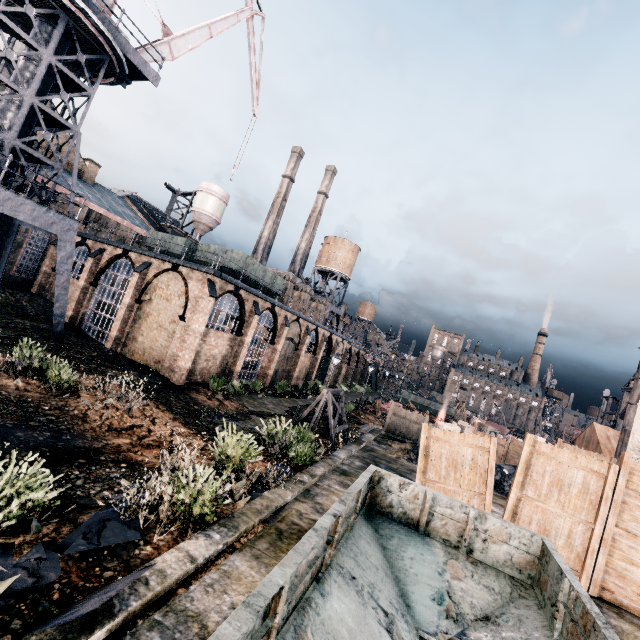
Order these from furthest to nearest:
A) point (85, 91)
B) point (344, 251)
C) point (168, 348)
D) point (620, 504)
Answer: point (344, 251) < point (168, 348) < point (85, 91) < point (620, 504)

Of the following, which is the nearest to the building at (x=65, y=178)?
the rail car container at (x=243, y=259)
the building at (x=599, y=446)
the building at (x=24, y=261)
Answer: the building at (x=24, y=261)

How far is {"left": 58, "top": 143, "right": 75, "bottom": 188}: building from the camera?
33.7 meters

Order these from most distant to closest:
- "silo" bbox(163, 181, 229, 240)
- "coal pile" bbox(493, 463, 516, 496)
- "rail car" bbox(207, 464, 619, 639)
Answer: "silo" bbox(163, 181, 229, 240) < "coal pile" bbox(493, 463, 516, 496) < "rail car" bbox(207, 464, 619, 639)

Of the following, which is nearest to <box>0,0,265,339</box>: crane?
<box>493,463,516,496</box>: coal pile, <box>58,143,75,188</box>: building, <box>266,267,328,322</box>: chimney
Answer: <box>58,143,75,188</box>: building

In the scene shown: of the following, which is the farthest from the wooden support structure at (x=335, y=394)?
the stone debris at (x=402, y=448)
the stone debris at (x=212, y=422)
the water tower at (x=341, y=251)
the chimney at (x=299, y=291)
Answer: the water tower at (x=341, y=251)

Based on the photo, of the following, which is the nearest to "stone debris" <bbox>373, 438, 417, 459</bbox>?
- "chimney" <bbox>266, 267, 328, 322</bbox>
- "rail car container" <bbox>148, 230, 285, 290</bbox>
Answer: "rail car container" <bbox>148, 230, 285, 290</bbox>

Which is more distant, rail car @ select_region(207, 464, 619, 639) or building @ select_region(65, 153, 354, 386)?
building @ select_region(65, 153, 354, 386)
